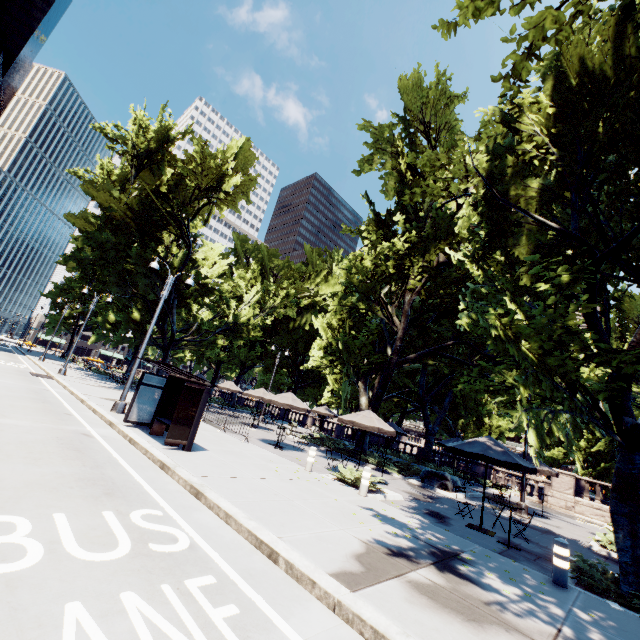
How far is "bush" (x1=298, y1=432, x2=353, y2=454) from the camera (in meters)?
21.38

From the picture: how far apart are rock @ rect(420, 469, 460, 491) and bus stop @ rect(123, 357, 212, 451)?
12.71m

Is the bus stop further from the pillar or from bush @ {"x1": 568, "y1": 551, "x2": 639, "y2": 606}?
bush @ {"x1": 568, "y1": 551, "x2": 639, "y2": 606}

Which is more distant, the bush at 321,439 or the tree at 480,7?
the bush at 321,439

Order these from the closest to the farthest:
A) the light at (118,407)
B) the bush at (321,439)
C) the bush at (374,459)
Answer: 1. the light at (118,407)
2. the bush at (374,459)
3. the bush at (321,439)

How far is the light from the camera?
14.3m

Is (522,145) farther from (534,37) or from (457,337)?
(457,337)

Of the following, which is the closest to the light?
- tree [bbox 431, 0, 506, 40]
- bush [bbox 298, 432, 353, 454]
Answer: tree [bbox 431, 0, 506, 40]
